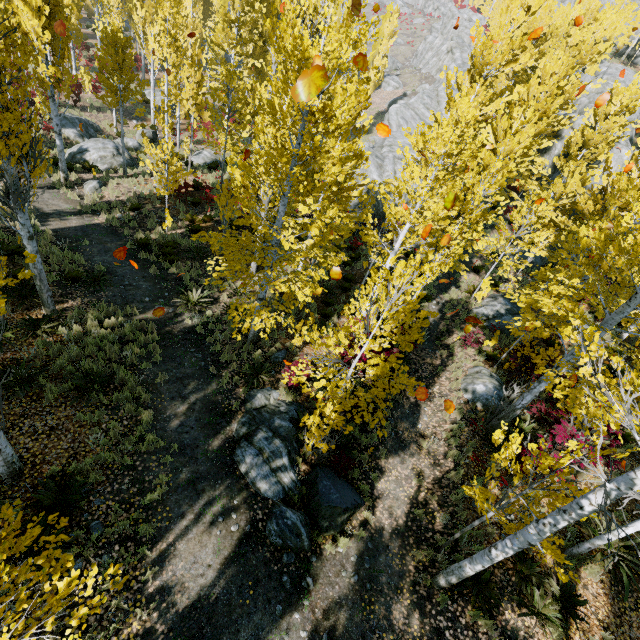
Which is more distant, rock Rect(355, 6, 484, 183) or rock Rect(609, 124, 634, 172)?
rock Rect(355, 6, 484, 183)

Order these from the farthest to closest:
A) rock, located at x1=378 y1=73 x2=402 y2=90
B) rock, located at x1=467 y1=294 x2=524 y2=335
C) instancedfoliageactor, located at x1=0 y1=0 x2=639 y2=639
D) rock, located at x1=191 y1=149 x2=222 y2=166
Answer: rock, located at x1=378 y1=73 x2=402 y2=90 → rock, located at x1=191 y1=149 x2=222 y2=166 → rock, located at x1=467 y1=294 x2=524 y2=335 → instancedfoliageactor, located at x1=0 y1=0 x2=639 y2=639

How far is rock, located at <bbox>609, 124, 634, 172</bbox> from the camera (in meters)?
21.20

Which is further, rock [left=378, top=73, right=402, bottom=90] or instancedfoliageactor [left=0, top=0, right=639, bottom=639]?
rock [left=378, top=73, right=402, bottom=90]

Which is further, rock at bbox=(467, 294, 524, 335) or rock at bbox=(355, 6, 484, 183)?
rock at bbox=(355, 6, 484, 183)

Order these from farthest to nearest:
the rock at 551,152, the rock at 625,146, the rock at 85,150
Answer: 1. the rock at 551,152
2. the rock at 625,146
3. the rock at 85,150

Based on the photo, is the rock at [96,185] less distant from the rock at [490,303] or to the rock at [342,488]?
the rock at [342,488]

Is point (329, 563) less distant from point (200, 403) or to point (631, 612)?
point (200, 403)
